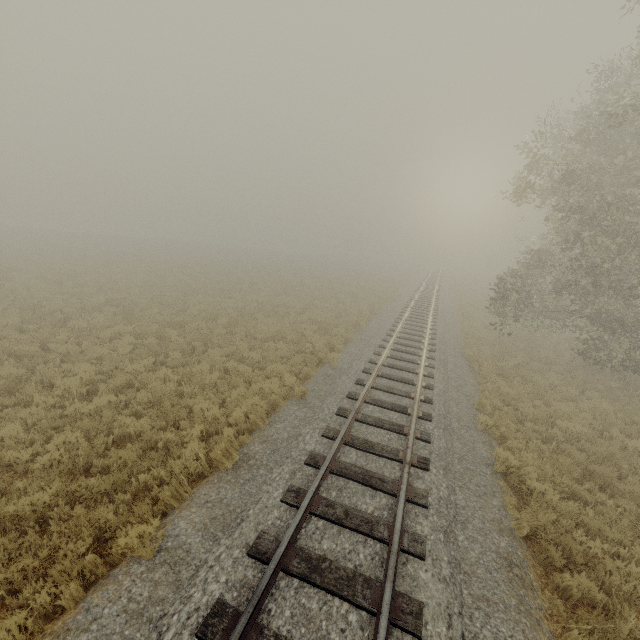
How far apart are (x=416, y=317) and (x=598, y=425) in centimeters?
1178cm
